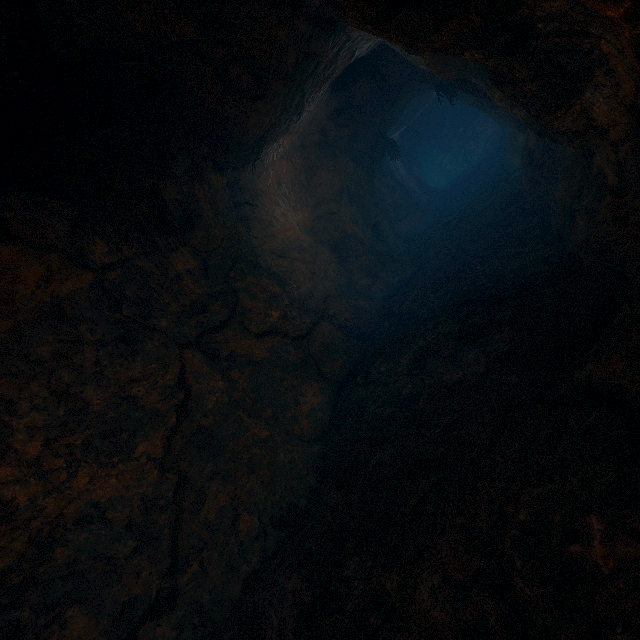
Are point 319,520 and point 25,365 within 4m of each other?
yes
